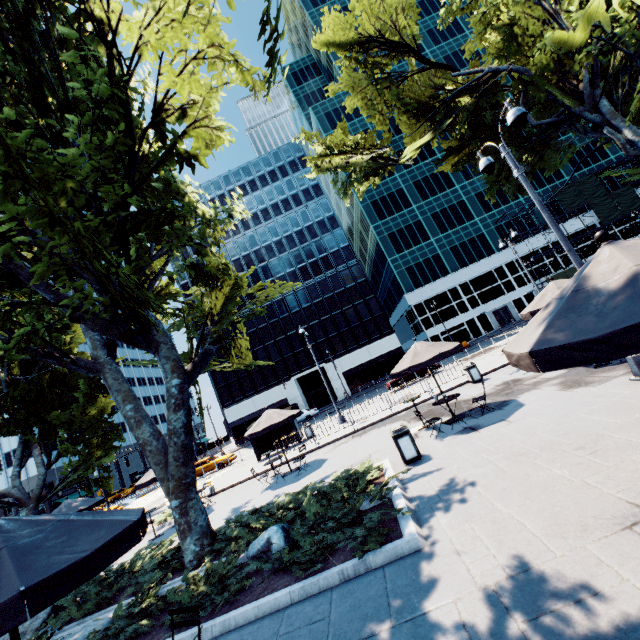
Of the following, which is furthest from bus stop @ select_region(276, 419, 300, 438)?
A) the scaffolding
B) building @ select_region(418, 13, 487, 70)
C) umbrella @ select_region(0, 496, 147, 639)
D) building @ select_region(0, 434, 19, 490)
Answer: building @ select_region(0, 434, 19, 490)

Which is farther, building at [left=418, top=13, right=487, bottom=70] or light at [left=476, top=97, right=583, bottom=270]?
building at [left=418, top=13, right=487, bottom=70]

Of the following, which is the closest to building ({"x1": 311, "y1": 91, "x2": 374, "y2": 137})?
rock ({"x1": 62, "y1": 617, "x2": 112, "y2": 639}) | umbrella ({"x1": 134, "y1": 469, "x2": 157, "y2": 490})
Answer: umbrella ({"x1": 134, "y1": 469, "x2": 157, "y2": 490})

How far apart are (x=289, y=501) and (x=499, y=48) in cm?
2668

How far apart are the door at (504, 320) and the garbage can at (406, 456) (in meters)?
47.70

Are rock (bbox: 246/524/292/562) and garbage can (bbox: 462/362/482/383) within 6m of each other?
no

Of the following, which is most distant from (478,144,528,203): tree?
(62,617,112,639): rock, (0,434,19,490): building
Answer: (0,434,19,490): building

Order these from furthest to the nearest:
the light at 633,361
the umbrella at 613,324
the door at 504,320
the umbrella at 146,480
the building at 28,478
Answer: the building at 28,478
the door at 504,320
the umbrella at 146,480
the light at 633,361
the umbrella at 613,324
